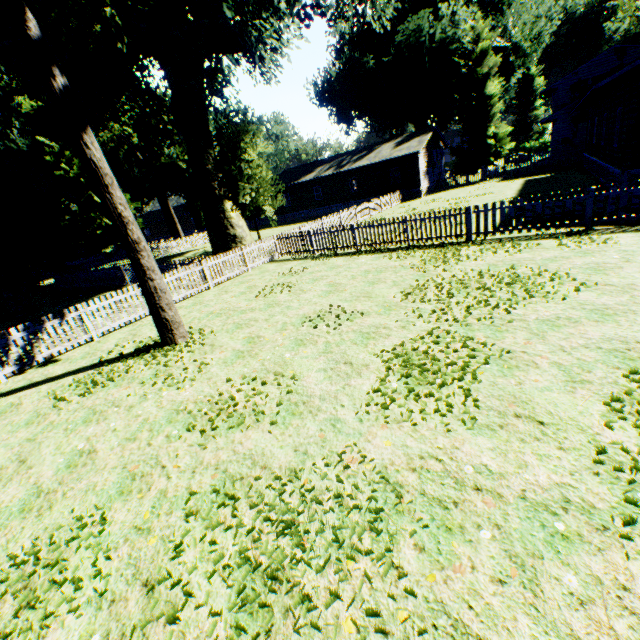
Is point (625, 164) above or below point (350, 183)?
below

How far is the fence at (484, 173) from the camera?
30.5 meters

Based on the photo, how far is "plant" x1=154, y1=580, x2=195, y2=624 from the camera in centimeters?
266cm

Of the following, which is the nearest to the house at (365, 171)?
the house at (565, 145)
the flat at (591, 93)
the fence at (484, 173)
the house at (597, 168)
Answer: the fence at (484, 173)

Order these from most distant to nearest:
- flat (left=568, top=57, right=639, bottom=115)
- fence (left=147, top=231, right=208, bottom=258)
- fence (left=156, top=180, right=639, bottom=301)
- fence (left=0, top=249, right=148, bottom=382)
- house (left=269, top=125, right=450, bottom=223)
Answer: fence (left=147, top=231, right=208, bottom=258) → house (left=269, top=125, right=450, bottom=223) → flat (left=568, top=57, right=639, bottom=115) → fence (left=156, top=180, right=639, bottom=301) → fence (left=0, top=249, right=148, bottom=382)

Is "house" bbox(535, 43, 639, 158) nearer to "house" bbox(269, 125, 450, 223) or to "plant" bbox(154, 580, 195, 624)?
"plant" bbox(154, 580, 195, 624)

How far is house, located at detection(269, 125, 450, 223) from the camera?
33.2m
